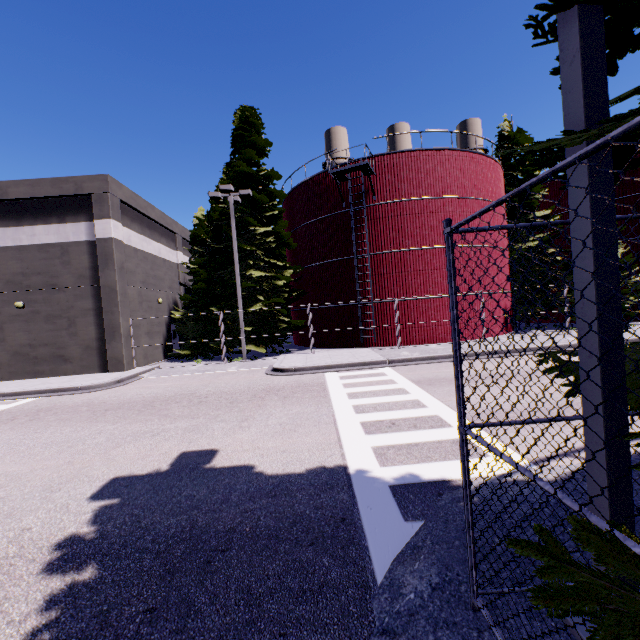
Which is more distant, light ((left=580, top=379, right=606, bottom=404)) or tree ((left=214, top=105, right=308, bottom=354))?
tree ((left=214, top=105, right=308, bottom=354))

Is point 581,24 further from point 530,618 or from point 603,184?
point 530,618

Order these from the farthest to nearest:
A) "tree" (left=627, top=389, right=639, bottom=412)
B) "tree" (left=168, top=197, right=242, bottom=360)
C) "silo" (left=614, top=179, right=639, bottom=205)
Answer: "silo" (left=614, top=179, right=639, bottom=205) → "tree" (left=168, top=197, right=242, bottom=360) → "tree" (left=627, top=389, right=639, bottom=412)

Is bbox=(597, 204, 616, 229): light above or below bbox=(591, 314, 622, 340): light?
above

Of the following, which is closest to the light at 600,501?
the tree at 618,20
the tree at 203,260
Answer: the tree at 618,20

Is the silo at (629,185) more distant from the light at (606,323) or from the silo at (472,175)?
the light at (606,323)

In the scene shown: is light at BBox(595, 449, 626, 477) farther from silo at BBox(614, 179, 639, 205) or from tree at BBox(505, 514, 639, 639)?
silo at BBox(614, 179, 639, 205)

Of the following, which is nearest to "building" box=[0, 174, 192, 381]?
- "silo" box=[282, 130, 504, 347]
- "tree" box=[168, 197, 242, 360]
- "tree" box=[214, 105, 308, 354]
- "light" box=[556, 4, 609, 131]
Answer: "silo" box=[282, 130, 504, 347]
